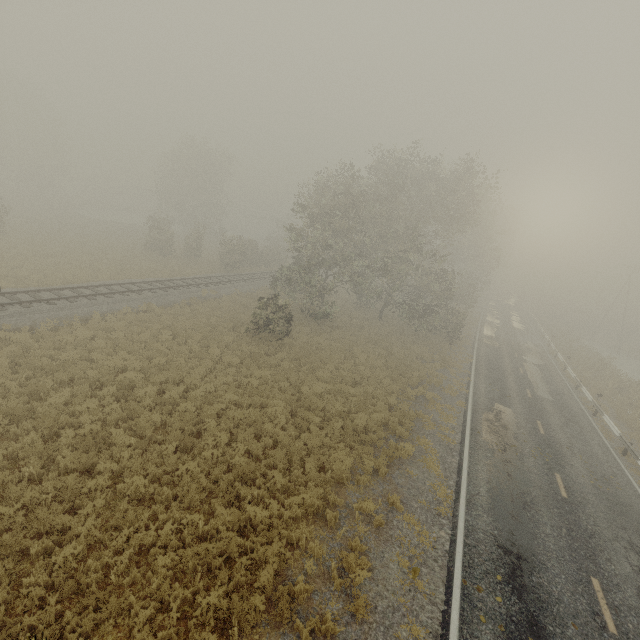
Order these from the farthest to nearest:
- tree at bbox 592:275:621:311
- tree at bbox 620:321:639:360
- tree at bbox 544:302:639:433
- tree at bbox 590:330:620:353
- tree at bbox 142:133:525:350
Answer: tree at bbox 592:275:621:311
tree at bbox 590:330:620:353
tree at bbox 620:321:639:360
tree at bbox 544:302:639:433
tree at bbox 142:133:525:350

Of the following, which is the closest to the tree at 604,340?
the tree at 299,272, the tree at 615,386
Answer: the tree at 615,386

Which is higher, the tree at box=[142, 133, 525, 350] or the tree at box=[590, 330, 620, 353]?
the tree at box=[142, 133, 525, 350]

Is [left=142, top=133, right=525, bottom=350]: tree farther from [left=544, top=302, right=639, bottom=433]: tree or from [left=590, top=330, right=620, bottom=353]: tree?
[left=590, top=330, right=620, bottom=353]: tree

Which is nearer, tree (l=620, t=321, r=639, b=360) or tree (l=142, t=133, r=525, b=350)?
tree (l=142, t=133, r=525, b=350)

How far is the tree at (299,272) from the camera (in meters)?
23.20

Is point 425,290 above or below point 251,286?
above

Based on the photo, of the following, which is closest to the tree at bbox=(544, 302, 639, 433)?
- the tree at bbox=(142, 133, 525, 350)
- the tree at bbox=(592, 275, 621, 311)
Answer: the tree at bbox=(592, 275, 621, 311)
